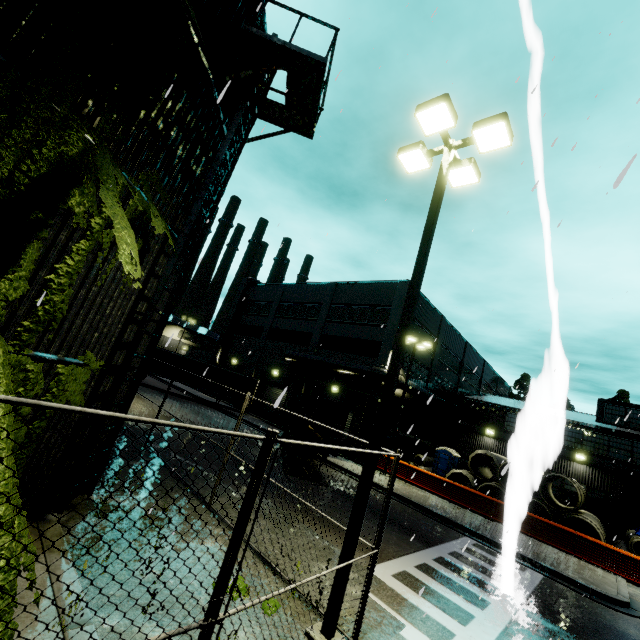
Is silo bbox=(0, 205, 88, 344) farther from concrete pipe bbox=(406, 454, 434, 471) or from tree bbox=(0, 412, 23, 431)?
concrete pipe bbox=(406, 454, 434, 471)

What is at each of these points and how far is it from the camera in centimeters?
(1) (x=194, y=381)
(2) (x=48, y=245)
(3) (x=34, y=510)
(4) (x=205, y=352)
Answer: (1) semi trailer, 3022cm
(2) silo, 444cm
(3) silo, 559cm
(4) building, 4394cm

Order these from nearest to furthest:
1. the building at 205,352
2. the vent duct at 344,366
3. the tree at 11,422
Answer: the tree at 11,422, the vent duct at 344,366, the building at 205,352

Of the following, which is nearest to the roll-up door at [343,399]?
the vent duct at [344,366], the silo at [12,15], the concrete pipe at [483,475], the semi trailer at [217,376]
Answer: the silo at [12,15]

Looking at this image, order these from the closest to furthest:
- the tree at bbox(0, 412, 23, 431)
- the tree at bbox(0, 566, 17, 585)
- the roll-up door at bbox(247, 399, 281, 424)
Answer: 1. the tree at bbox(0, 566, 17, 585)
2. the tree at bbox(0, 412, 23, 431)
3. the roll-up door at bbox(247, 399, 281, 424)

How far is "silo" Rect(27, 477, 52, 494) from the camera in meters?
5.3 m

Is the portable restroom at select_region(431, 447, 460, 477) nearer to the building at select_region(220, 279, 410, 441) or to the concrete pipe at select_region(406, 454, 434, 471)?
the concrete pipe at select_region(406, 454, 434, 471)
